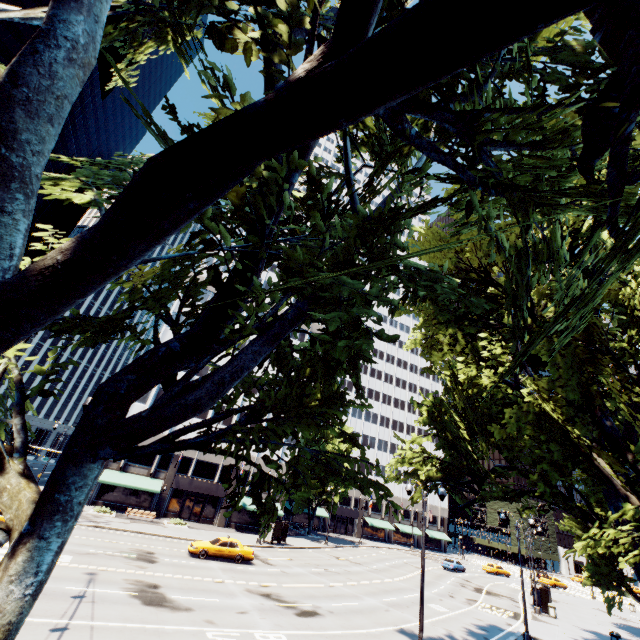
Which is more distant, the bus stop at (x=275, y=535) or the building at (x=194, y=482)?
the building at (x=194, y=482)

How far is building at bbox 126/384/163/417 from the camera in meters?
41.2

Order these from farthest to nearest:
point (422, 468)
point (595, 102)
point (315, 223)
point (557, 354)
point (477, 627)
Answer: point (477, 627)
point (422, 468)
point (557, 354)
point (315, 223)
point (595, 102)

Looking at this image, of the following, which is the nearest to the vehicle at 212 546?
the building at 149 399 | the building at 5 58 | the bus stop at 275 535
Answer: the bus stop at 275 535

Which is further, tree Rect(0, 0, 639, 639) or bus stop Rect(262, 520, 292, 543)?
bus stop Rect(262, 520, 292, 543)

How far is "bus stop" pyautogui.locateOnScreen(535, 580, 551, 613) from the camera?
31.36m

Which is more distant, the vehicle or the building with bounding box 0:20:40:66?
the building with bounding box 0:20:40:66

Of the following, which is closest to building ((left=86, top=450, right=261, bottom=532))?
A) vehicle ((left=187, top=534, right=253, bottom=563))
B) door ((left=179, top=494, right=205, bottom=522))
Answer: door ((left=179, top=494, right=205, bottom=522))
